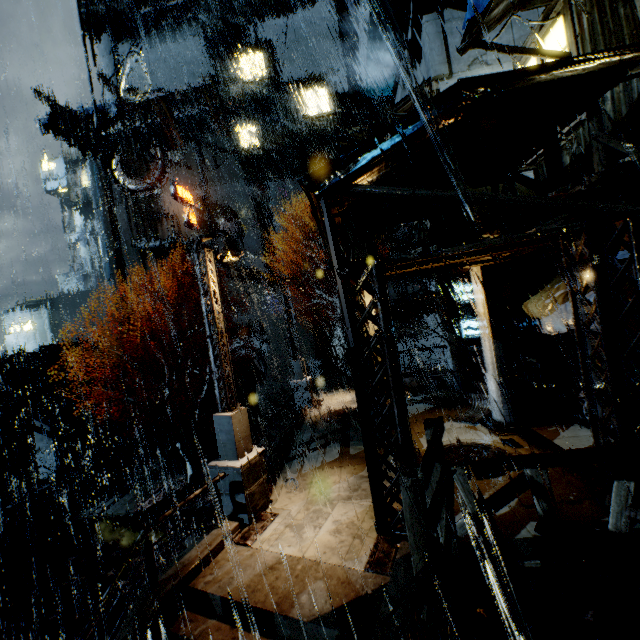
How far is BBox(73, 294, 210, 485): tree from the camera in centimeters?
1816cm

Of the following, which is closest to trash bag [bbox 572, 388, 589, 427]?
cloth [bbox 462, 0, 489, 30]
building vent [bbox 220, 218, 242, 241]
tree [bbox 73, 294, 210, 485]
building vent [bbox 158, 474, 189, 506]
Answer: cloth [bbox 462, 0, 489, 30]

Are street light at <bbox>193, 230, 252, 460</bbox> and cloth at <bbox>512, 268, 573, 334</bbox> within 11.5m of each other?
yes

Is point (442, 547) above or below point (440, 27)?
below

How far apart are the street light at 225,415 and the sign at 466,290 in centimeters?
1157cm

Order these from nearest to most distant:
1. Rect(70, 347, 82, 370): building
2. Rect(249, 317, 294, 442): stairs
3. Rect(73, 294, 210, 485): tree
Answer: Rect(73, 294, 210, 485): tree
Rect(70, 347, 82, 370): building
Rect(249, 317, 294, 442): stairs

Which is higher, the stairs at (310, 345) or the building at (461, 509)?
the stairs at (310, 345)

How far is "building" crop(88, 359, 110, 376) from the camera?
24.8m
